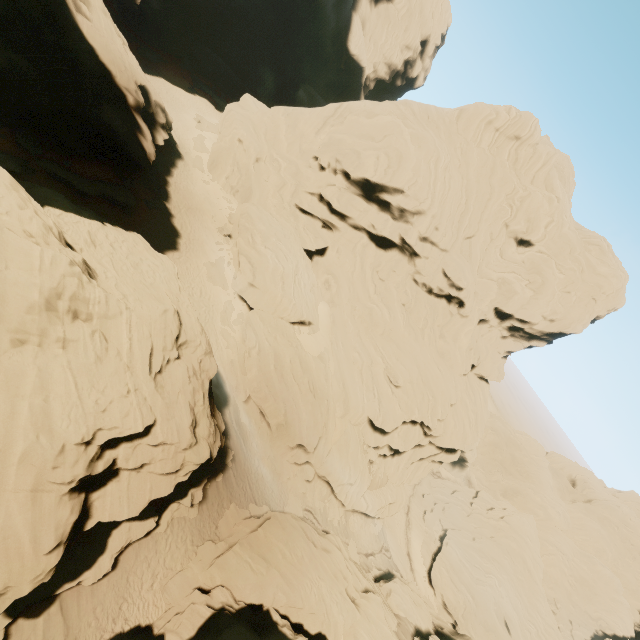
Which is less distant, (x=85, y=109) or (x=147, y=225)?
(x=85, y=109)

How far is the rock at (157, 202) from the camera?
29.2m

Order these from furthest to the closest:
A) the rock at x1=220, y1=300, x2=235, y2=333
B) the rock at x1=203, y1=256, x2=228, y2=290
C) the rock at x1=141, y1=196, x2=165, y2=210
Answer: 1. the rock at x1=203, y1=256, x2=228, y2=290
2. the rock at x1=220, y1=300, x2=235, y2=333
3. the rock at x1=141, y1=196, x2=165, y2=210

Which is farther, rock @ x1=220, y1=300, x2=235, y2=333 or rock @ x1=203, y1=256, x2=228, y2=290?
rock @ x1=203, y1=256, x2=228, y2=290

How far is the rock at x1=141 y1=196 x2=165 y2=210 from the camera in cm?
2919
